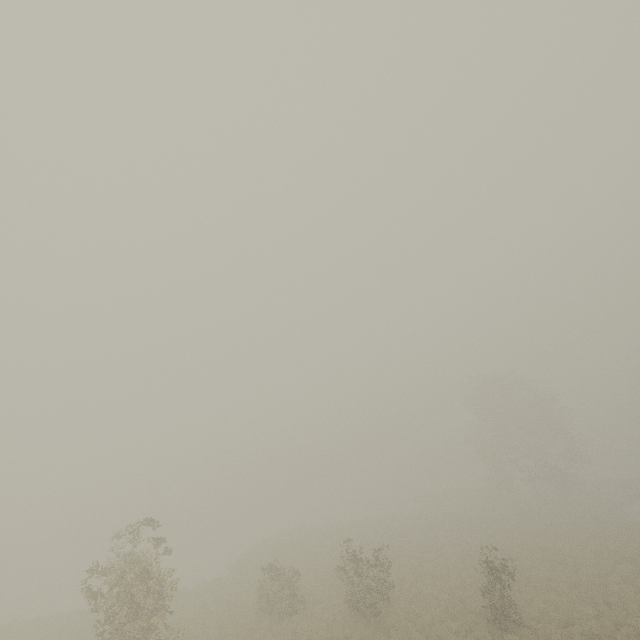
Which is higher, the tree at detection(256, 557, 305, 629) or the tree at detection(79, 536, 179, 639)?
the tree at detection(79, 536, 179, 639)

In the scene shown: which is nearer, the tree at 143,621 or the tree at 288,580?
the tree at 143,621

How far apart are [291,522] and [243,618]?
36.70m

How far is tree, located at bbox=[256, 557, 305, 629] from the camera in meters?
19.2

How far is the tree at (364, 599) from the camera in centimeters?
1738cm
